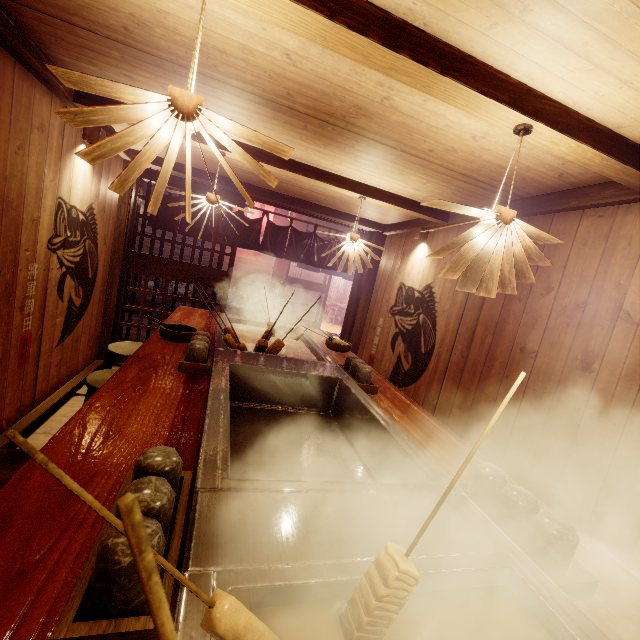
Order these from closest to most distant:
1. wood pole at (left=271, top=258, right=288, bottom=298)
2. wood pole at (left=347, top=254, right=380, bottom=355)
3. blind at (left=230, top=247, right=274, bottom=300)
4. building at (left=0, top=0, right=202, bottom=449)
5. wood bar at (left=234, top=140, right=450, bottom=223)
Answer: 1. building at (left=0, top=0, right=202, bottom=449)
2. wood bar at (left=234, top=140, right=450, bottom=223)
3. wood pole at (left=347, top=254, right=380, bottom=355)
4. blind at (left=230, top=247, right=274, bottom=300)
5. wood pole at (left=271, top=258, right=288, bottom=298)

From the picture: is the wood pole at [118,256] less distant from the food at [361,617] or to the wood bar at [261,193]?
the wood bar at [261,193]

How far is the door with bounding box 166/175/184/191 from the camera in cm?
800

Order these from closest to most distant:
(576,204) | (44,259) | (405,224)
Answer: (576,204), (44,259), (405,224)

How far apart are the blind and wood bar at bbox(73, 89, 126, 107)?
12.4m

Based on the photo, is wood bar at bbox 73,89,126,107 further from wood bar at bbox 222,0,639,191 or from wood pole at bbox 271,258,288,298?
wood pole at bbox 271,258,288,298

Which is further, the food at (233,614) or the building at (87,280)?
the building at (87,280)

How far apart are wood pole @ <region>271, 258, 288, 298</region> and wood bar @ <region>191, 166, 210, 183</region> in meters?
9.5 m
